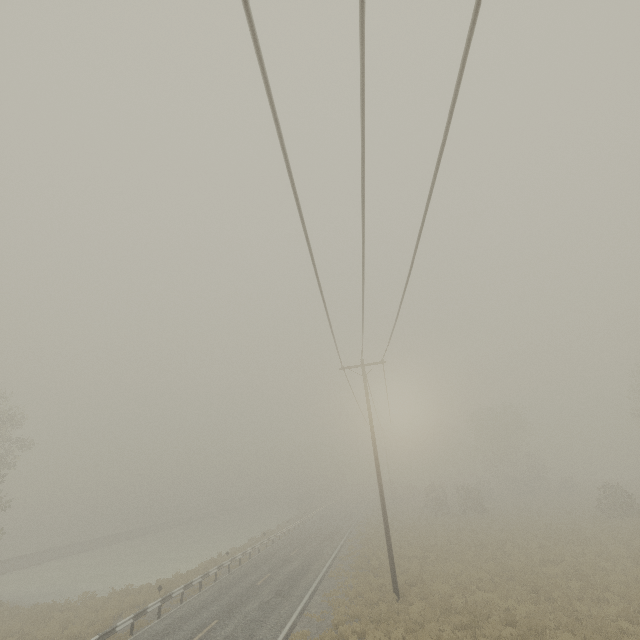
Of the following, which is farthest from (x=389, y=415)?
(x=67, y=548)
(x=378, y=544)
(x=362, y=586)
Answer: (x=67, y=548)
